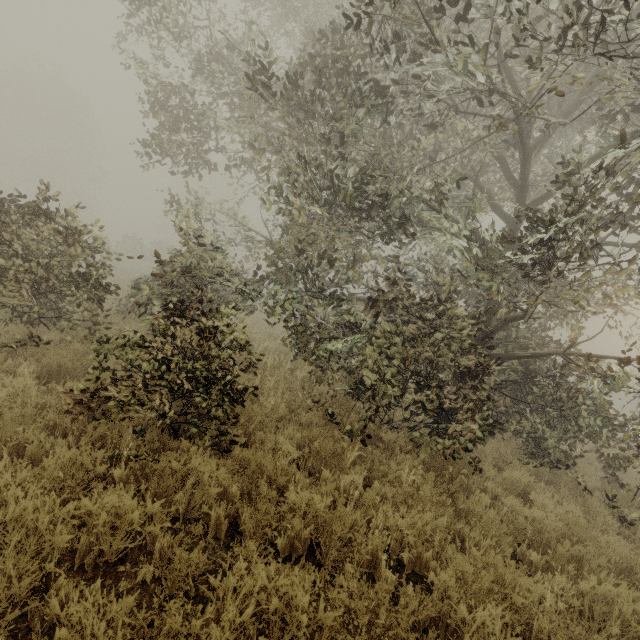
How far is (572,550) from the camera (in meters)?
4.31
